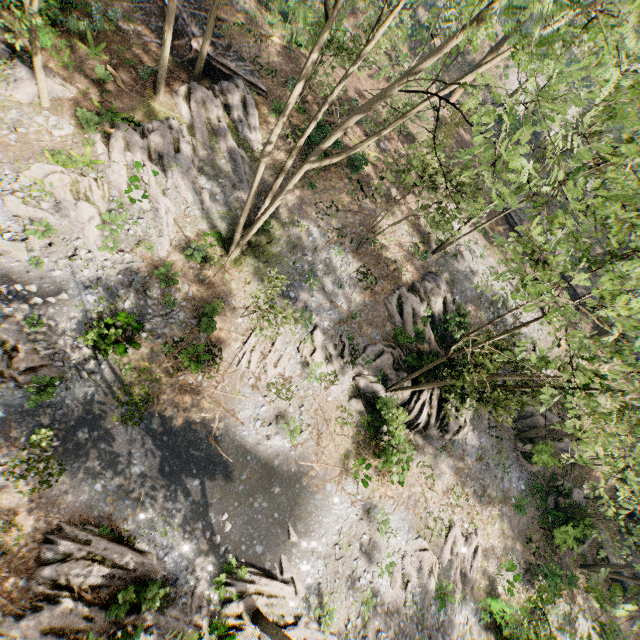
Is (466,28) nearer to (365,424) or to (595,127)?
(595,127)

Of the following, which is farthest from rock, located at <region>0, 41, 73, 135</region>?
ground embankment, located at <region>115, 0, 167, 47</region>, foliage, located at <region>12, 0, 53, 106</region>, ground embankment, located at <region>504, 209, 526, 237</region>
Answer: ground embankment, located at <region>504, 209, 526, 237</region>

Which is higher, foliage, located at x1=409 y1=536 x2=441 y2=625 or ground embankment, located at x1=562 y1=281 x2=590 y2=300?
ground embankment, located at x1=562 y1=281 x2=590 y2=300

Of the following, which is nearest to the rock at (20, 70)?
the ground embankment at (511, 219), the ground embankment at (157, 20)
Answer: the ground embankment at (157, 20)

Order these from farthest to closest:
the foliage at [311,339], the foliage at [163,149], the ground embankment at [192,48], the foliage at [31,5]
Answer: the ground embankment at [192,48]
the foliage at [311,339]
the foliage at [163,149]
the foliage at [31,5]

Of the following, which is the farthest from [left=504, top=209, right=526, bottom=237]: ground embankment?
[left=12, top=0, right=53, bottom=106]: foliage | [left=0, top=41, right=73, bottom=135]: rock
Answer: [left=0, top=41, right=73, bottom=135]: rock

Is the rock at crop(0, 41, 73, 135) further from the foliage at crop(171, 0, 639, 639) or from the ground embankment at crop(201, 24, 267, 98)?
the ground embankment at crop(201, 24, 267, 98)

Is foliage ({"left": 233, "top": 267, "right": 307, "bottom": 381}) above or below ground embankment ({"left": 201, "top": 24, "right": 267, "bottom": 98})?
below
